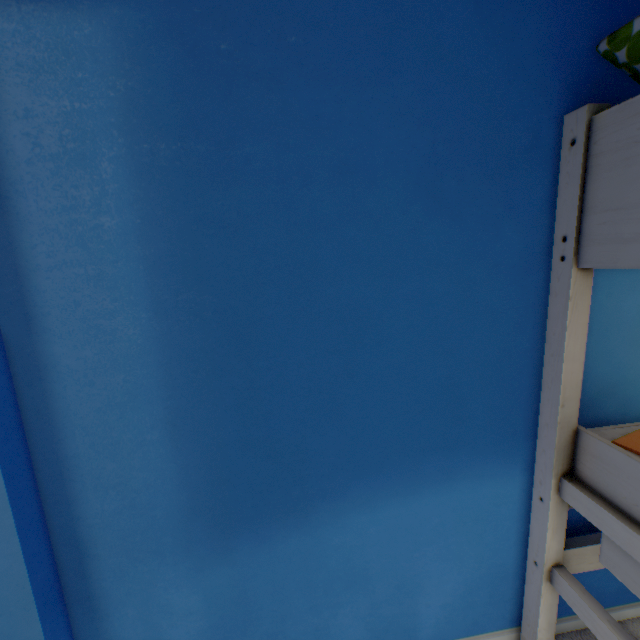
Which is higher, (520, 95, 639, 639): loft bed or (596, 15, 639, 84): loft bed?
(596, 15, 639, 84): loft bed

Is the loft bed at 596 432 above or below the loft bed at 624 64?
below

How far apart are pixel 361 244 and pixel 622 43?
0.8 meters
